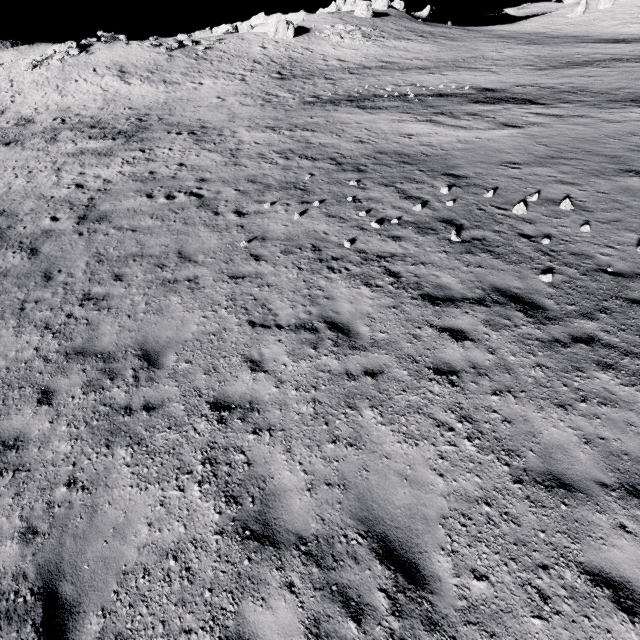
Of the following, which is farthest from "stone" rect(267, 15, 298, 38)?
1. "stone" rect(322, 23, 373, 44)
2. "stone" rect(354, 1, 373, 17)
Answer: "stone" rect(354, 1, 373, 17)

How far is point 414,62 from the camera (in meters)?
39.00

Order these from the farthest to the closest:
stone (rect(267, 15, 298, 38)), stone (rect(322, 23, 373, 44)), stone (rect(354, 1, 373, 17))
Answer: stone (rect(354, 1, 373, 17)) < stone (rect(322, 23, 373, 44)) < stone (rect(267, 15, 298, 38))

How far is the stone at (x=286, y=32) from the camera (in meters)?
45.56

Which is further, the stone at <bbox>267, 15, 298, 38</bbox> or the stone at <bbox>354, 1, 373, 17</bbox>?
the stone at <bbox>354, 1, 373, 17</bbox>

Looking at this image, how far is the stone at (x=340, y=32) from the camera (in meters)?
46.46
